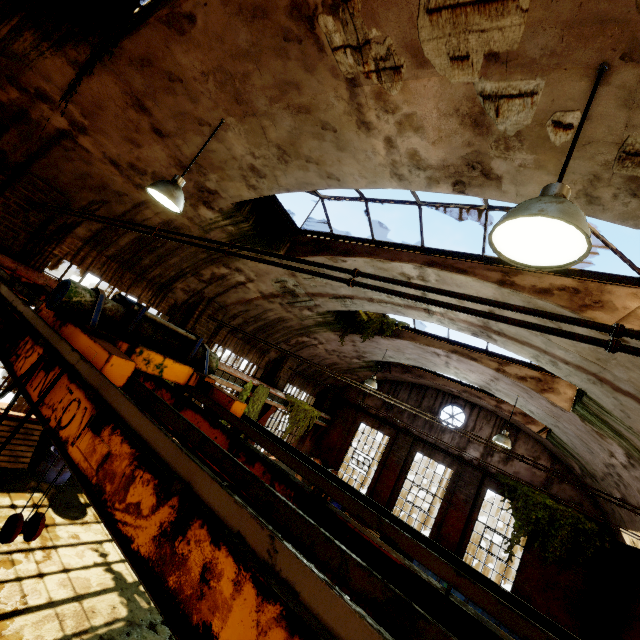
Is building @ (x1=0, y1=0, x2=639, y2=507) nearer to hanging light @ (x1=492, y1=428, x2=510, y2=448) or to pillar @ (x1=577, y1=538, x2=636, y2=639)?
pillar @ (x1=577, y1=538, x2=636, y2=639)

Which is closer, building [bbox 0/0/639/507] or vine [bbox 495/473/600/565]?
building [bbox 0/0/639/507]

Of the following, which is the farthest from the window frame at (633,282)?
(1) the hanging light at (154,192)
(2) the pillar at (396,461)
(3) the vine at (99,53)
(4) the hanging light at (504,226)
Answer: (2) the pillar at (396,461)

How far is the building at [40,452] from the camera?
7.7m

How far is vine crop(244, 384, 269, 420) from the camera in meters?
12.1

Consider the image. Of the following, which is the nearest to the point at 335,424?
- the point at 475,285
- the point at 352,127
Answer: the point at 475,285

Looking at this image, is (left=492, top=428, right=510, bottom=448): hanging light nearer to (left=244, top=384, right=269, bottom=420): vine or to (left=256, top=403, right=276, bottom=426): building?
(left=256, top=403, right=276, bottom=426): building

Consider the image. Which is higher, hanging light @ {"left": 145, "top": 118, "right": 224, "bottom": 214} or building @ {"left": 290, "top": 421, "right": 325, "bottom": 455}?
hanging light @ {"left": 145, "top": 118, "right": 224, "bottom": 214}
